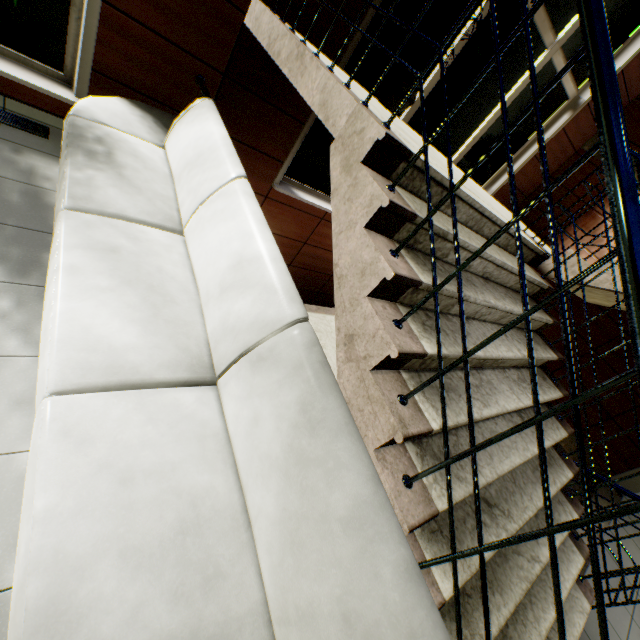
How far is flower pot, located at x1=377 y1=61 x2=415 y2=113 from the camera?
3.08m

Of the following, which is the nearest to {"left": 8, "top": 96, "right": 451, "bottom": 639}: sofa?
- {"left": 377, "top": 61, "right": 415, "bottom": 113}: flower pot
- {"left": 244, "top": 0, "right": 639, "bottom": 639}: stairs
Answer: {"left": 244, "top": 0, "right": 639, "bottom": 639}: stairs

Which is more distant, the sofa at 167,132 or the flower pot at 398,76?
the flower pot at 398,76

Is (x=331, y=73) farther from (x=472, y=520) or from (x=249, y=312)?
(x=472, y=520)

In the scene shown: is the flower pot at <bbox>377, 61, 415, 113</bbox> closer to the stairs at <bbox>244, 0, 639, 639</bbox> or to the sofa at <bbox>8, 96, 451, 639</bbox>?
the stairs at <bbox>244, 0, 639, 639</bbox>

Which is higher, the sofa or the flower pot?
the flower pot

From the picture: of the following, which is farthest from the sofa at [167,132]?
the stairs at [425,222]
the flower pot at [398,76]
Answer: the flower pot at [398,76]
